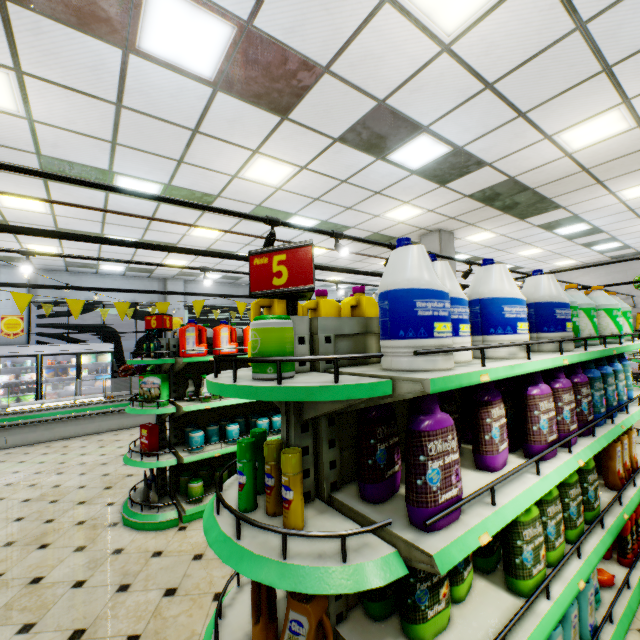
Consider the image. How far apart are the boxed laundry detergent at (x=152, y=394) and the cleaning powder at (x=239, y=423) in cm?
64

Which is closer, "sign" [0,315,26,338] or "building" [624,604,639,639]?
"building" [624,604,639,639]

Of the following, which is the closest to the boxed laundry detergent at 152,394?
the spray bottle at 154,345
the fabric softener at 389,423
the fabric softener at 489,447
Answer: the spray bottle at 154,345

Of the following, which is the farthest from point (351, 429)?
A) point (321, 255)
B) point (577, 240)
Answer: point (577, 240)

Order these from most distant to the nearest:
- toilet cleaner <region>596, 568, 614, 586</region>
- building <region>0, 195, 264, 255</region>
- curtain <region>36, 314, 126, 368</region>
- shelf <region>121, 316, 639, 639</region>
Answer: curtain <region>36, 314, 126, 368</region>
building <region>0, 195, 264, 255</region>
toilet cleaner <region>596, 568, 614, 586</region>
shelf <region>121, 316, 639, 639</region>

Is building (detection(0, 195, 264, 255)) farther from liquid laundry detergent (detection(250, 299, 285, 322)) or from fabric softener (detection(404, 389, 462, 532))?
liquid laundry detergent (detection(250, 299, 285, 322))

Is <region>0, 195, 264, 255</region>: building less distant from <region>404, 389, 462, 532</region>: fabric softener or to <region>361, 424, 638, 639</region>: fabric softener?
<region>361, 424, 638, 639</region>: fabric softener

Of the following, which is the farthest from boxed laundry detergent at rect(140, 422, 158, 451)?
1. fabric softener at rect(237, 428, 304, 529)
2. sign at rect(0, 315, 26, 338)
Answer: sign at rect(0, 315, 26, 338)
